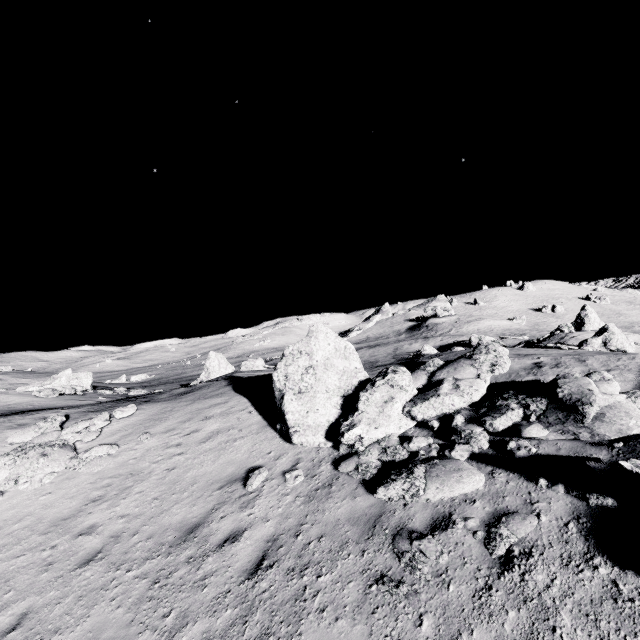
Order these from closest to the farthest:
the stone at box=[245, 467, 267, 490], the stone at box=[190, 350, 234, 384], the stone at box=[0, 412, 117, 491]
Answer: the stone at box=[245, 467, 267, 490]
the stone at box=[0, 412, 117, 491]
the stone at box=[190, 350, 234, 384]

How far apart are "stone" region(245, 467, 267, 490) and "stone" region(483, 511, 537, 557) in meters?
5.2

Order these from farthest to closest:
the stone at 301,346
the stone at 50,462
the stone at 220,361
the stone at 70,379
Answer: the stone at 220,361
the stone at 70,379
the stone at 50,462
the stone at 301,346

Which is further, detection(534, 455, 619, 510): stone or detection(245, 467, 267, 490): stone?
detection(245, 467, 267, 490): stone

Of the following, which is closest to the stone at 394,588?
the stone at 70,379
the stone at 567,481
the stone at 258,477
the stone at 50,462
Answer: the stone at 567,481

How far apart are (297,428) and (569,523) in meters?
6.4

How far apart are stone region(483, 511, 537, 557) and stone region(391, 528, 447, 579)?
0.59m

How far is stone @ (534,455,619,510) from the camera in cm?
484
